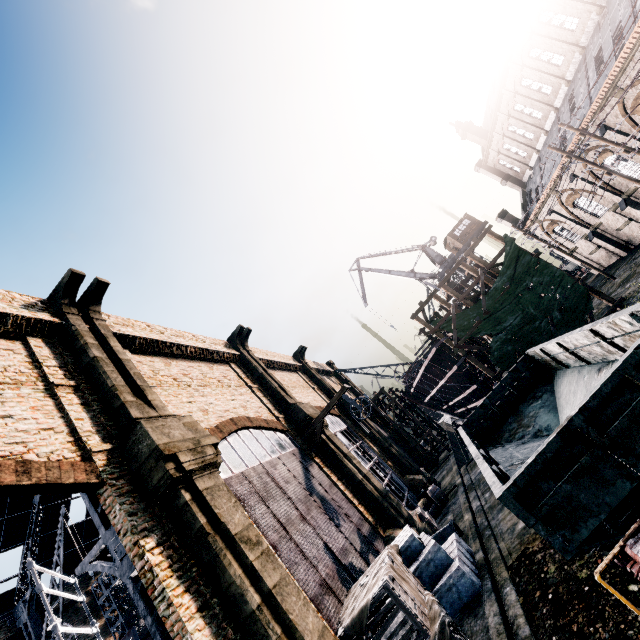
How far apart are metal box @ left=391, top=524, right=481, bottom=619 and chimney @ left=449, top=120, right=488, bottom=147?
46.40m

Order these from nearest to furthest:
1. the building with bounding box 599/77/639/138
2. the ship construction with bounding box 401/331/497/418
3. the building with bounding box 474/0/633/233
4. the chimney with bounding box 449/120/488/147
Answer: the building with bounding box 599/77/639/138 < the building with bounding box 474/0/633/233 < the ship construction with bounding box 401/331/497/418 < the chimney with bounding box 449/120/488/147

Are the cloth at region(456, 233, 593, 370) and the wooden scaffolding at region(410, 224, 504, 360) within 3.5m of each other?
yes

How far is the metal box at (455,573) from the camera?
11.4 meters

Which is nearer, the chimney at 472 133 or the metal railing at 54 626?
the metal railing at 54 626

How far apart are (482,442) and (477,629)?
6.8 meters

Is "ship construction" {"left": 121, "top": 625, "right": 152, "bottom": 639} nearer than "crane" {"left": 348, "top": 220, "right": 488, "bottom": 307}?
Yes

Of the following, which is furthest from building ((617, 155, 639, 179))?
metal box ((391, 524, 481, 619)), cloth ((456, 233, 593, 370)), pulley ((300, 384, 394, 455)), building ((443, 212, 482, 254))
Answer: cloth ((456, 233, 593, 370))
